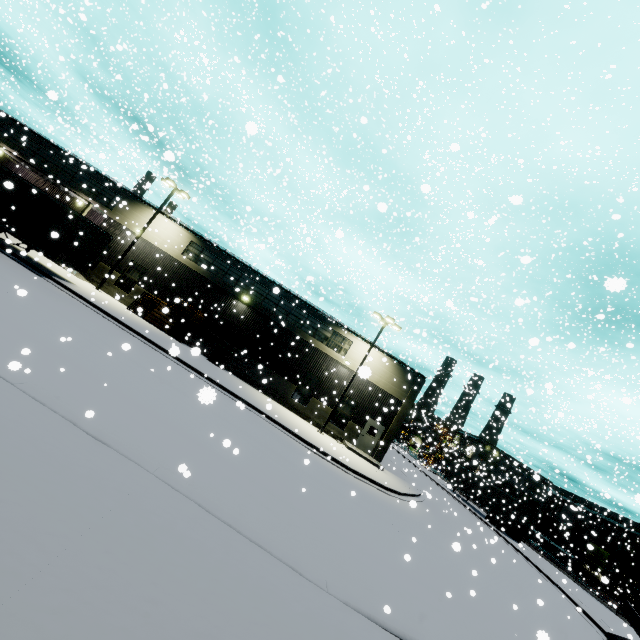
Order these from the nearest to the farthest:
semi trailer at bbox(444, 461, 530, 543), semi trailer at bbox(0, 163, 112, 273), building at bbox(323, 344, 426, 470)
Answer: semi trailer at bbox(0, 163, 112, 273) → building at bbox(323, 344, 426, 470) → semi trailer at bbox(444, 461, 530, 543)

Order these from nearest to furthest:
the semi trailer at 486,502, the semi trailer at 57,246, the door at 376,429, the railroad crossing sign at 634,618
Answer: the railroad crossing sign at 634,618 < the semi trailer at 57,246 < the door at 376,429 < the semi trailer at 486,502

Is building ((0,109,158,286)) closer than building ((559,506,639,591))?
Yes

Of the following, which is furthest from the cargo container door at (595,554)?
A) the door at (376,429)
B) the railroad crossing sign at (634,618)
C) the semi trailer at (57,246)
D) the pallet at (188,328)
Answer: the pallet at (188,328)

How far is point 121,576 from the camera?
3.49m

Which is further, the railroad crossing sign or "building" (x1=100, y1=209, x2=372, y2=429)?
"building" (x1=100, y1=209, x2=372, y2=429)

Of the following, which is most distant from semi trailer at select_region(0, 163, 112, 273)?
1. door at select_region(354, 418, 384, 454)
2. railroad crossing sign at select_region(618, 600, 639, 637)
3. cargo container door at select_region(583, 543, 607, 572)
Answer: railroad crossing sign at select_region(618, 600, 639, 637)

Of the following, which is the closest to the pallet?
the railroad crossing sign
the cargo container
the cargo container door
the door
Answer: the door
